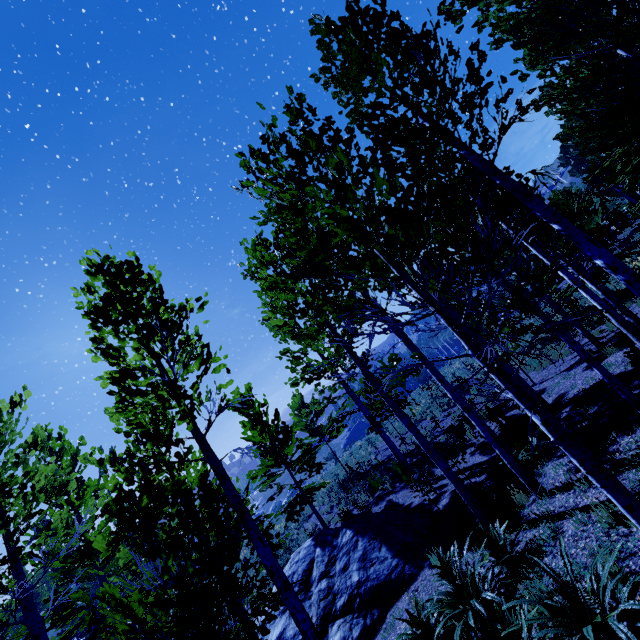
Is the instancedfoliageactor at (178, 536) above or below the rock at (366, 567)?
above

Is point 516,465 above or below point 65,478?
below

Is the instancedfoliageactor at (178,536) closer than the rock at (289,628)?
Yes

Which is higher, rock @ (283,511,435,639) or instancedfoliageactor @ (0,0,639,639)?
instancedfoliageactor @ (0,0,639,639)

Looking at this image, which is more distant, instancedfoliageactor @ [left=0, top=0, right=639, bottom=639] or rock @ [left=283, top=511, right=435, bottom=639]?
rock @ [left=283, top=511, right=435, bottom=639]
